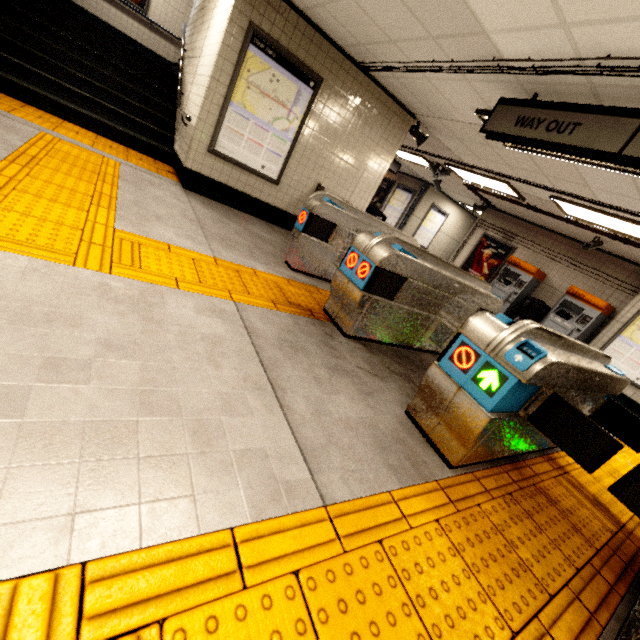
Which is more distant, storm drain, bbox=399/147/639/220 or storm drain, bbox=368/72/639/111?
storm drain, bbox=399/147/639/220

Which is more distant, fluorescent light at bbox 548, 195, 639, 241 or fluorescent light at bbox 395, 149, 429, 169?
fluorescent light at bbox 395, 149, 429, 169

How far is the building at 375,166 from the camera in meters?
5.1 m

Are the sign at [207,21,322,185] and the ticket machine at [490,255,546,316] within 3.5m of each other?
no

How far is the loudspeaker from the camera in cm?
643

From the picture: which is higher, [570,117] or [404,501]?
[570,117]

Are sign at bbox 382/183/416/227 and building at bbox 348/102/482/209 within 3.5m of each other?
no

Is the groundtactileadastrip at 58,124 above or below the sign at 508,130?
below
